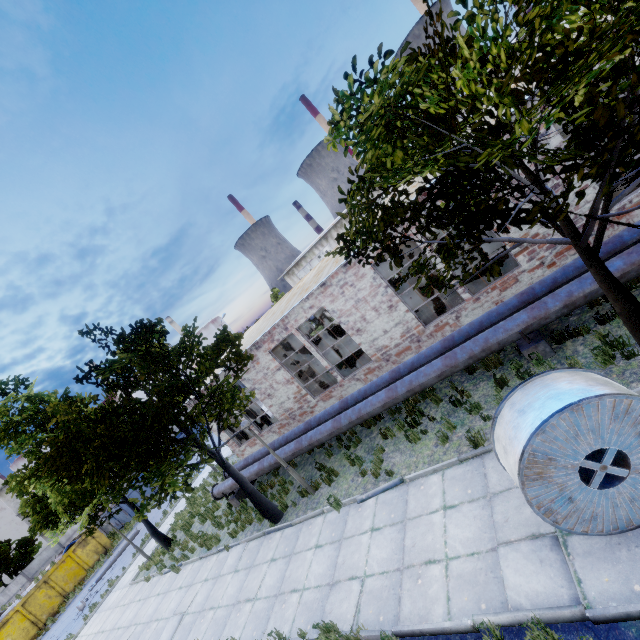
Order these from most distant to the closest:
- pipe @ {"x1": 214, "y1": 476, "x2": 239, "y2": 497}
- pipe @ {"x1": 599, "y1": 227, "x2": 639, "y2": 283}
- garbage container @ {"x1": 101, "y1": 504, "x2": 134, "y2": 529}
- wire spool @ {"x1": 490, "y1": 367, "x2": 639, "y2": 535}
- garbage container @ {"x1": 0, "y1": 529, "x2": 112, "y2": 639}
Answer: garbage container @ {"x1": 101, "y1": 504, "x2": 134, "y2": 529}, garbage container @ {"x1": 0, "y1": 529, "x2": 112, "y2": 639}, pipe @ {"x1": 214, "y1": 476, "x2": 239, "y2": 497}, pipe @ {"x1": 599, "y1": 227, "x2": 639, "y2": 283}, wire spool @ {"x1": 490, "y1": 367, "x2": 639, "y2": 535}

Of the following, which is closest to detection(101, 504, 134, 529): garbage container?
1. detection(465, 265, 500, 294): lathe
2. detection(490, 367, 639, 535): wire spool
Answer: detection(465, 265, 500, 294): lathe

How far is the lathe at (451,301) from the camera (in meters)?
12.41

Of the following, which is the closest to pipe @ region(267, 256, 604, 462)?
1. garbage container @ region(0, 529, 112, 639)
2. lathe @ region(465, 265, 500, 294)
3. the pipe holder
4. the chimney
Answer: the pipe holder

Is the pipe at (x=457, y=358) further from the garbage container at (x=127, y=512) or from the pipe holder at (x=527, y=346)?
the garbage container at (x=127, y=512)

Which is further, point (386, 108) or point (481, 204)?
point (481, 204)

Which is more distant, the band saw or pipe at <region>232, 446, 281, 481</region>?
the band saw

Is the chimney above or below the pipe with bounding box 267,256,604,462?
above
